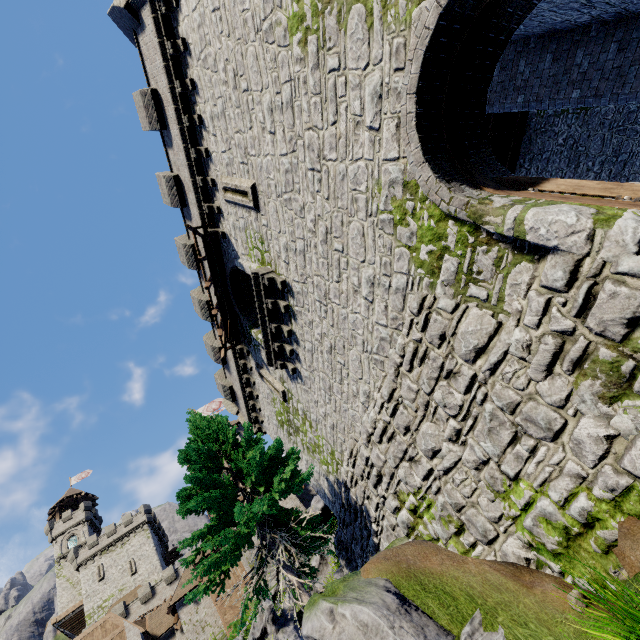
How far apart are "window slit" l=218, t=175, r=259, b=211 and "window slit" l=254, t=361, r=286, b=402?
7.4m

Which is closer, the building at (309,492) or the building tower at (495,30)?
the building tower at (495,30)

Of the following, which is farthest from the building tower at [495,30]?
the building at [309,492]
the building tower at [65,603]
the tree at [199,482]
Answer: the building tower at [65,603]

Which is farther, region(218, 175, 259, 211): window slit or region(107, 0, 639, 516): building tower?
region(218, 175, 259, 211): window slit

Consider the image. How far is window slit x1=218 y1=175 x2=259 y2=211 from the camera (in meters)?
9.92

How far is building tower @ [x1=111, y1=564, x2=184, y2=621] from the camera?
38.8m

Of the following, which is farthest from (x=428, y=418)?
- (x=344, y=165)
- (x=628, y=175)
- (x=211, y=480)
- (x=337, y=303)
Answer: (x=628, y=175)

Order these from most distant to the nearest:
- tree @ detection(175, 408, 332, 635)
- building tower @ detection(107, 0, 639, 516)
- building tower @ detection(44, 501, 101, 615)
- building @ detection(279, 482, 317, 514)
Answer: building tower @ detection(44, 501, 101, 615)
building @ detection(279, 482, 317, 514)
tree @ detection(175, 408, 332, 635)
building tower @ detection(107, 0, 639, 516)
